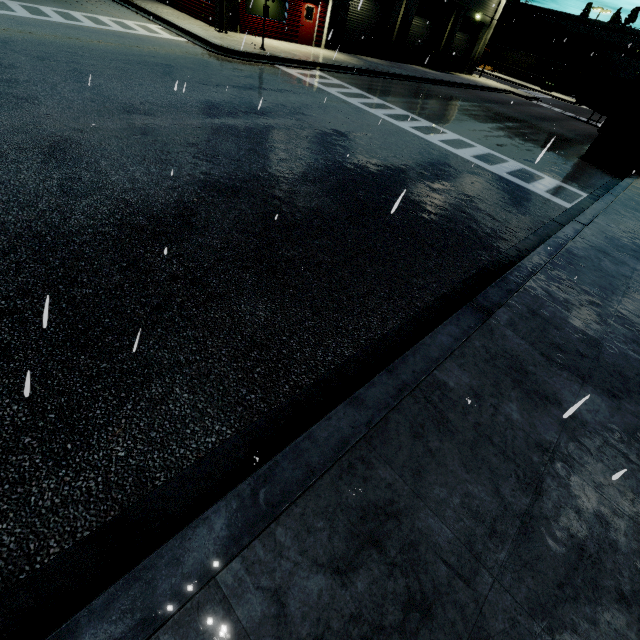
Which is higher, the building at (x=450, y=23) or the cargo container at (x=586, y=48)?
the cargo container at (x=586, y=48)

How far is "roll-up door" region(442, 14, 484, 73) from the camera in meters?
32.4

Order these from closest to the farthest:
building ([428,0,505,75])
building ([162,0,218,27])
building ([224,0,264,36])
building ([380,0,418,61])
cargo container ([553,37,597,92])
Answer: building ([224,0,264,36]) → building ([162,0,218,27]) → building ([380,0,418,61]) → building ([428,0,505,75]) → cargo container ([553,37,597,92])

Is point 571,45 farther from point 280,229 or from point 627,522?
point 627,522

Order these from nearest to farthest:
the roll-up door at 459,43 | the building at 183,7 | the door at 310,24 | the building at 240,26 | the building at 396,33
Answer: the building at 240,26 < the building at 183,7 < the door at 310,24 < the building at 396,33 < the roll-up door at 459,43

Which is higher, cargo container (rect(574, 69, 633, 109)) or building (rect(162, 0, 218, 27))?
cargo container (rect(574, 69, 633, 109))

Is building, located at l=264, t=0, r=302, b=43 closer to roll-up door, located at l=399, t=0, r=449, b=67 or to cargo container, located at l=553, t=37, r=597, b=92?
roll-up door, located at l=399, t=0, r=449, b=67

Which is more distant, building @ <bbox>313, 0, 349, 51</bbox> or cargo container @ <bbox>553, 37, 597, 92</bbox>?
cargo container @ <bbox>553, 37, 597, 92</bbox>
